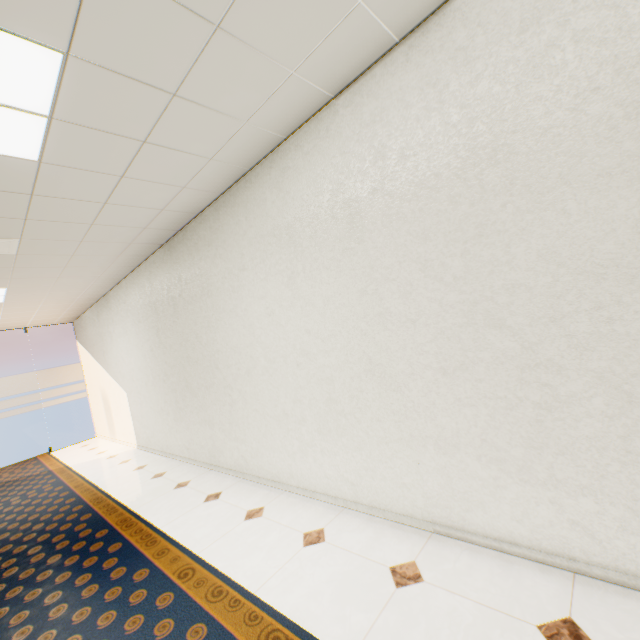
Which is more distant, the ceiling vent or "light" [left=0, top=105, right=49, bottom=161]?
the ceiling vent

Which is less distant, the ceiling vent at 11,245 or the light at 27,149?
the light at 27,149

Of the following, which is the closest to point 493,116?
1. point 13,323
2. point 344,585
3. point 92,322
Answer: point 344,585
